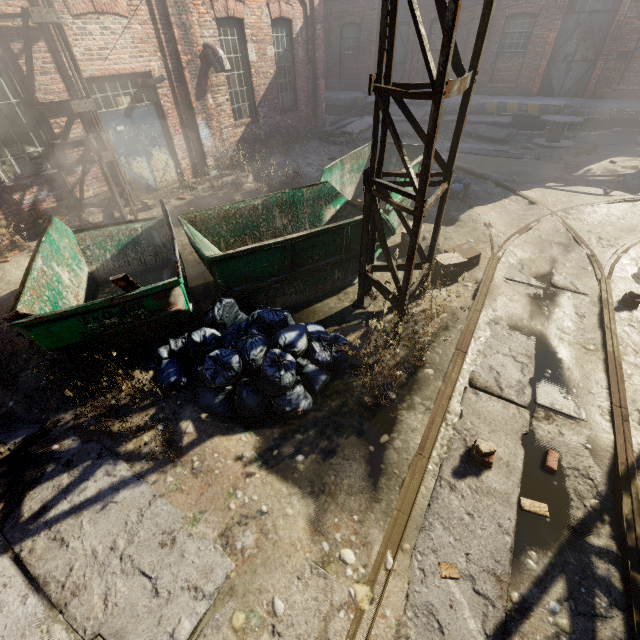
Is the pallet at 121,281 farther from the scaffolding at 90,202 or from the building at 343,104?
the building at 343,104

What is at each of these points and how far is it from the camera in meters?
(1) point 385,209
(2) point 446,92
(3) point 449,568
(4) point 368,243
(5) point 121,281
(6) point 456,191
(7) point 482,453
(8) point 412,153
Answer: (1) container, 6.8
(2) pipe, 3.0
(3) instancedfoliageactor, 2.8
(4) scaffolding, 5.0
(5) pallet, 3.5
(6) trash bag, 9.0
(7) instancedfoliageactor, 3.4
(8) container, 9.0

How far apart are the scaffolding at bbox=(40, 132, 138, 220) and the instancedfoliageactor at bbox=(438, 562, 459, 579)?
9.2 meters

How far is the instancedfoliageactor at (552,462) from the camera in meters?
3.4 m

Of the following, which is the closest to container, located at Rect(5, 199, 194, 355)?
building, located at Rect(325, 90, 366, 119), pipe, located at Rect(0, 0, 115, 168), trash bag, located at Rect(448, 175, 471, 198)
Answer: trash bag, located at Rect(448, 175, 471, 198)

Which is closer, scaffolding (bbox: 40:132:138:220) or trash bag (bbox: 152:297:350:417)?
trash bag (bbox: 152:297:350:417)

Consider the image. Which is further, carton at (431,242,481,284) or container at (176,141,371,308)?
carton at (431,242,481,284)

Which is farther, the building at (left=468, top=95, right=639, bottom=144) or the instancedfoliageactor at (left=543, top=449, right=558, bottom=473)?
the building at (left=468, top=95, right=639, bottom=144)
